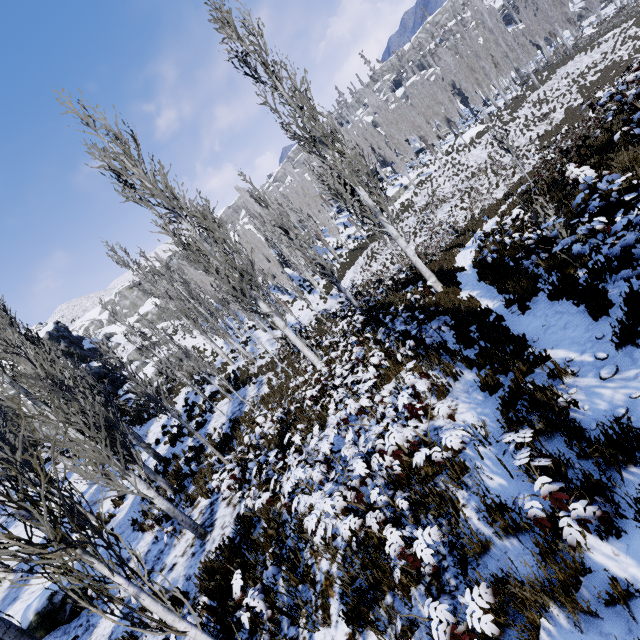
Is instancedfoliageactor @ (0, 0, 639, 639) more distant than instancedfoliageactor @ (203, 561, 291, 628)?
No

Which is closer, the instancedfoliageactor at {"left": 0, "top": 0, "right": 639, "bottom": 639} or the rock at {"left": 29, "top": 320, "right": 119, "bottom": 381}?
the instancedfoliageactor at {"left": 0, "top": 0, "right": 639, "bottom": 639}

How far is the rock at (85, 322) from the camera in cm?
4972

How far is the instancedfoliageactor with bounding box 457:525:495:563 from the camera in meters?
3.3 m

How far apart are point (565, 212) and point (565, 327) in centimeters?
466cm

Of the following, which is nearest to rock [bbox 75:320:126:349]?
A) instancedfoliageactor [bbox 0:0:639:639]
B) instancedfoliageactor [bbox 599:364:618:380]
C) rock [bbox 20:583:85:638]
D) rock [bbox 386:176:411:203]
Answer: instancedfoliageactor [bbox 0:0:639:639]

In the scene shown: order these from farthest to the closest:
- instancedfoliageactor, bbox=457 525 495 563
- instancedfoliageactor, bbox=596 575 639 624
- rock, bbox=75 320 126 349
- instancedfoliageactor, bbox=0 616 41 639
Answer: rock, bbox=75 320 126 349 → instancedfoliageactor, bbox=0 616 41 639 → instancedfoliageactor, bbox=457 525 495 563 → instancedfoliageactor, bbox=596 575 639 624

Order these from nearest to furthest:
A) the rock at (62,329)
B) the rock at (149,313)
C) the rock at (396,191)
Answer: the rock at (62,329), the rock at (396,191), the rock at (149,313)
